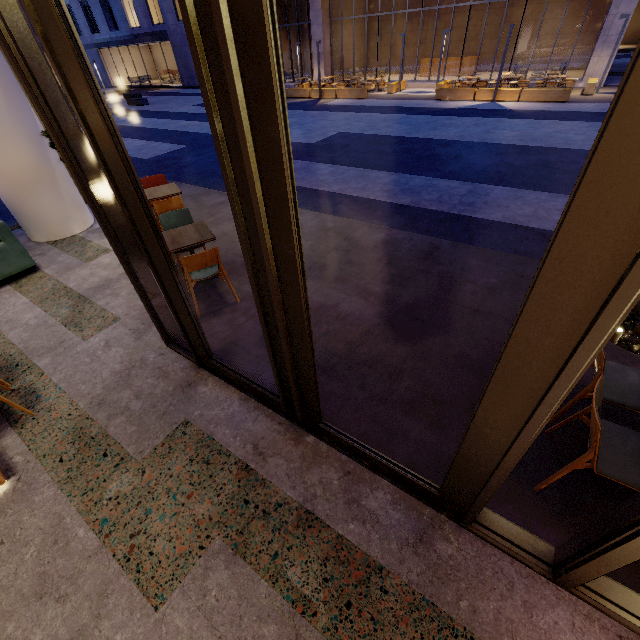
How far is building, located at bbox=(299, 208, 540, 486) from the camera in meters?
2.9

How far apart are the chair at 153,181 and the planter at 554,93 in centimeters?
1773cm

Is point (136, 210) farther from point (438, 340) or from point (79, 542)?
point (438, 340)

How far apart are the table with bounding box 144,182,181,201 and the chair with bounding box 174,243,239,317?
2.1m

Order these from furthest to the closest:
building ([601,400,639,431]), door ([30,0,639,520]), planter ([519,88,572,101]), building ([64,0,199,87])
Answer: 1. building ([64,0,199,87])
2. planter ([519,88,572,101])
3. building ([601,400,639,431])
4. door ([30,0,639,520])

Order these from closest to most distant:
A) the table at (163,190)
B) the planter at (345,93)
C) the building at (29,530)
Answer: the building at (29,530), the table at (163,190), the planter at (345,93)

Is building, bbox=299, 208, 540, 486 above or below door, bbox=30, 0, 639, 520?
below

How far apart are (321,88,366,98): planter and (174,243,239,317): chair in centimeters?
2026cm
